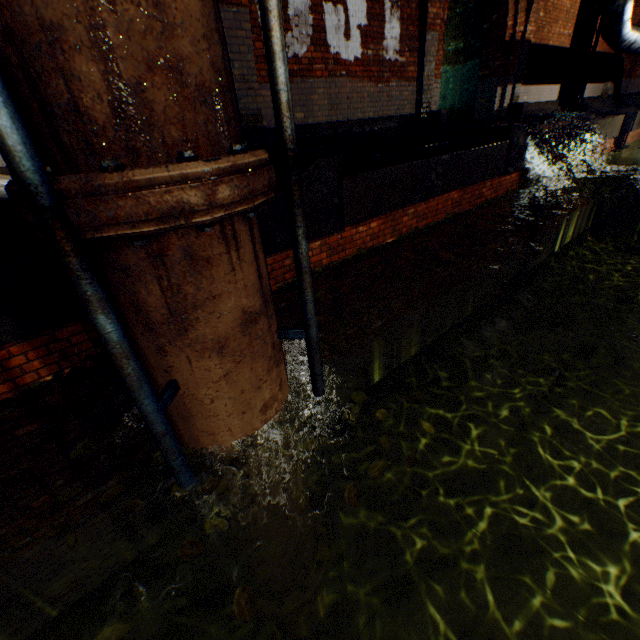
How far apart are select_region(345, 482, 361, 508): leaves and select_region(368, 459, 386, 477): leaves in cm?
15

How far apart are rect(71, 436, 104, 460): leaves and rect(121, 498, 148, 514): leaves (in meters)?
0.48

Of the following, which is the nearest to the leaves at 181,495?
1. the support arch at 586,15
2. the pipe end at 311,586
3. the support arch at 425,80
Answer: the pipe end at 311,586

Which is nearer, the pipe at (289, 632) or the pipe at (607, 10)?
the pipe at (289, 632)

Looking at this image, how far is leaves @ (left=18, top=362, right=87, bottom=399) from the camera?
2.9 meters

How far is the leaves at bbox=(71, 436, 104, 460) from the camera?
2.2m

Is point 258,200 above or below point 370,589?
above

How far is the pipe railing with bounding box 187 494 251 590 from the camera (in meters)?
2.07
